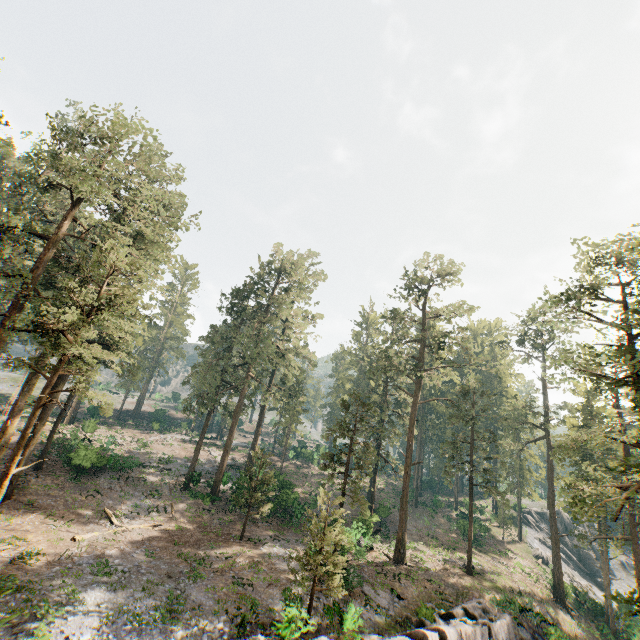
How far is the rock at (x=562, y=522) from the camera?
53.97m

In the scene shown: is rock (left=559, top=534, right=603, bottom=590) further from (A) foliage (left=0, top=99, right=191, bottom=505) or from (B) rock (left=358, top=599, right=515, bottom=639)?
(B) rock (left=358, top=599, right=515, bottom=639)

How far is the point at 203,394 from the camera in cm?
3709

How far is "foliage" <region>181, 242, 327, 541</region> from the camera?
34.6 meters

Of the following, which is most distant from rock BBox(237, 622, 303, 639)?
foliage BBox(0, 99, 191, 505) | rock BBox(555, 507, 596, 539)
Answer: rock BBox(555, 507, 596, 539)

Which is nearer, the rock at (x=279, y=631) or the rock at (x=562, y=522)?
the rock at (x=279, y=631)

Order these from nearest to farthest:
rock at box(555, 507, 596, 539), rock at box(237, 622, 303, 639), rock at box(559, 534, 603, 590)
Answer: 1. rock at box(237, 622, 303, 639)
2. rock at box(559, 534, 603, 590)
3. rock at box(555, 507, 596, 539)
